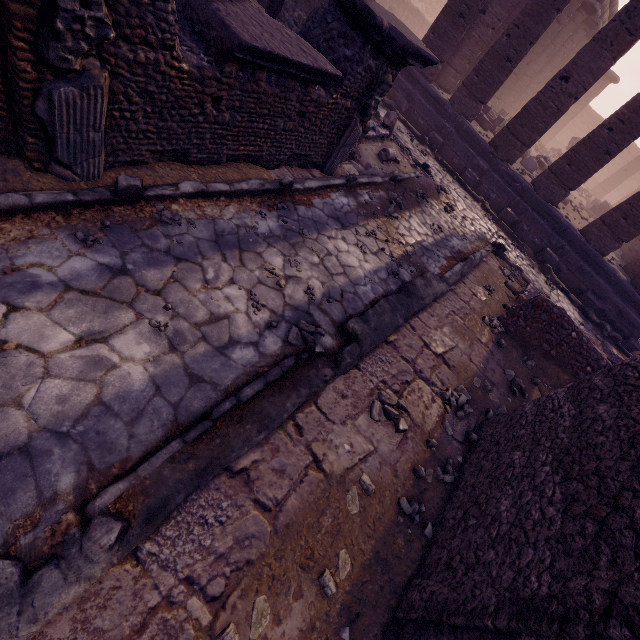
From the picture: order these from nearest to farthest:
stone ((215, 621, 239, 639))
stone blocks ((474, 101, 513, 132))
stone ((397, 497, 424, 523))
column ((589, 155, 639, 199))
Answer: stone ((215, 621, 239, 639)) < stone ((397, 497, 424, 523)) < stone blocks ((474, 101, 513, 132)) < column ((589, 155, 639, 199))

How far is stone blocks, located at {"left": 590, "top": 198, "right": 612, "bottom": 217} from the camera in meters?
17.2

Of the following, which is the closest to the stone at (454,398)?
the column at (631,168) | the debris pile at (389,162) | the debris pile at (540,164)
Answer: the debris pile at (389,162)

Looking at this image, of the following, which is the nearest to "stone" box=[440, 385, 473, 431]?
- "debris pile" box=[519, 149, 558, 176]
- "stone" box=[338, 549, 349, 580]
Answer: "stone" box=[338, 549, 349, 580]

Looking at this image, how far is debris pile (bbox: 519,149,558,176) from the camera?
12.5 meters

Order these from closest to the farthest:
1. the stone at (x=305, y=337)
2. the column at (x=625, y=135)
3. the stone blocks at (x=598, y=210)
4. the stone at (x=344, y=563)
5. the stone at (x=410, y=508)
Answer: the stone at (x=344, y=563)
the stone at (x=410, y=508)
the stone at (x=305, y=337)
the column at (x=625, y=135)
the stone blocks at (x=598, y=210)

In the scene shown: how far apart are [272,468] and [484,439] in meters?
2.6 m

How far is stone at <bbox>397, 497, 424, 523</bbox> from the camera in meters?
2.9 m
